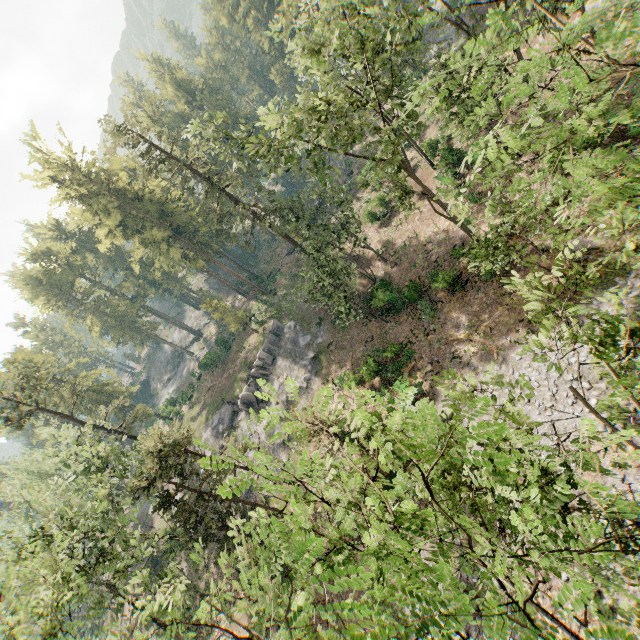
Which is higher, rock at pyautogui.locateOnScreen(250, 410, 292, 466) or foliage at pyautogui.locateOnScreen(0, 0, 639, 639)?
foliage at pyautogui.locateOnScreen(0, 0, 639, 639)

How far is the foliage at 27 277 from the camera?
52.3 meters

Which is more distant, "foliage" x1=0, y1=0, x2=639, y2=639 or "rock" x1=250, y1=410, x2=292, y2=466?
"rock" x1=250, y1=410, x2=292, y2=466

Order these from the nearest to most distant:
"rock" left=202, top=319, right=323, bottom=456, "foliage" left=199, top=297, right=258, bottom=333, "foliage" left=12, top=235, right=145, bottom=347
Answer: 1. "rock" left=202, top=319, right=323, bottom=456
2. "foliage" left=199, top=297, right=258, bottom=333
3. "foliage" left=12, top=235, right=145, bottom=347

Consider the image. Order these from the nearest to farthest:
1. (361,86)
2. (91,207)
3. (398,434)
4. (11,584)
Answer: (398,434) → (11,584) → (361,86) → (91,207)

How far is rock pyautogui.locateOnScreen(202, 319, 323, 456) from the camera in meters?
36.6

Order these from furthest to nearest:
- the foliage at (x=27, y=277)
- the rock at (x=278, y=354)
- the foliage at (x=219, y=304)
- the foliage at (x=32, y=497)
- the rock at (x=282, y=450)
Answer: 1. the foliage at (x=27, y=277)
2. the foliage at (x=219, y=304)
3. the rock at (x=278, y=354)
4. the rock at (x=282, y=450)
5. the foliage at (x=32, y=497)
